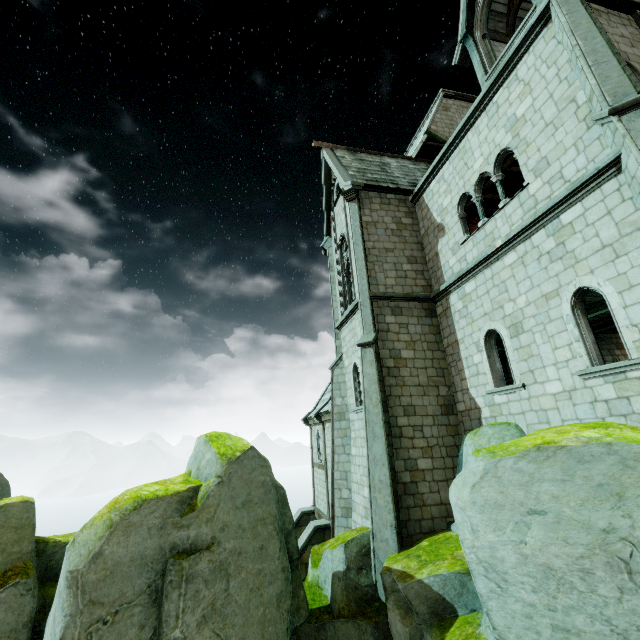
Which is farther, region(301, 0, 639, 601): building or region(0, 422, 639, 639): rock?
region(301, 0, 639, 601): building

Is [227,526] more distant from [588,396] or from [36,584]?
[588,396]

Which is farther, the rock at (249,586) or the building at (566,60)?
the building at (566,60)
